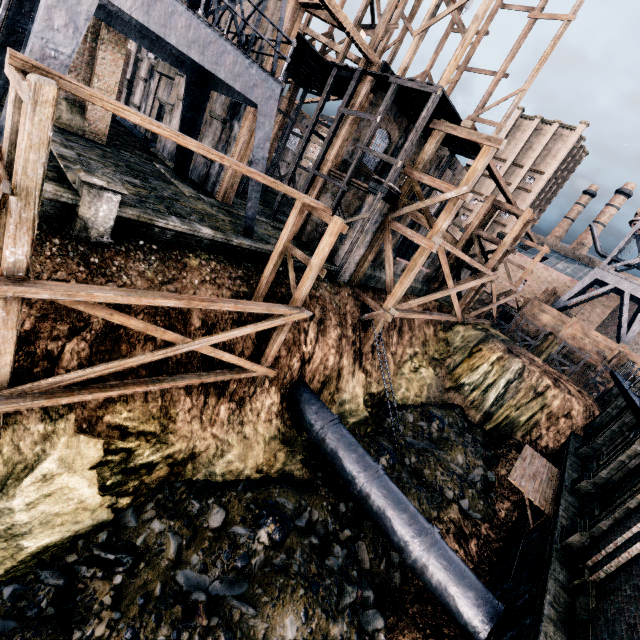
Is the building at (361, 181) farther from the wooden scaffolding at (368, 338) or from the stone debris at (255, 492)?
the stone debris at (255, 492)

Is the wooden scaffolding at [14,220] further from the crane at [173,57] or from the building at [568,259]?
the building at [568,259]

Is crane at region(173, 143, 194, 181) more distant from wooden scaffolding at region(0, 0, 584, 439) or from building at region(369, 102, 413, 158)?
wooden scaffolding at region(0, 0, 584, 439)

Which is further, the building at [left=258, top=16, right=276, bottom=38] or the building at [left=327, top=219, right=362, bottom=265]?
the building at [left=327, top=219, right=362, bottom=265]

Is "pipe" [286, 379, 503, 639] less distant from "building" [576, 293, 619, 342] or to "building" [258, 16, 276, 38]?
"building" [258, 16, 276, 38]

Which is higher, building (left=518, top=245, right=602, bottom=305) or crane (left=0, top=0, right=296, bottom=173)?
building (left=518, top=245, right=602, bottom=305)

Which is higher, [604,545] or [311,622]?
[604,545]
